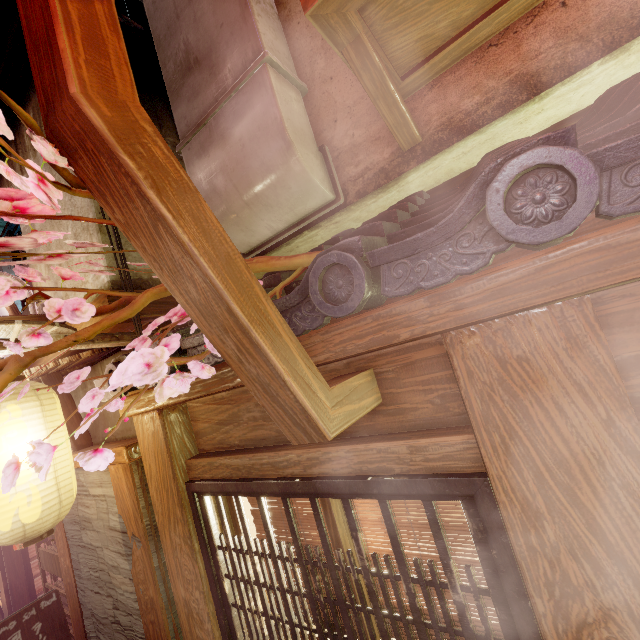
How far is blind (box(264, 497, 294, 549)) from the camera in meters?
4.1

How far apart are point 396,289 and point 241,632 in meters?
4.4 m

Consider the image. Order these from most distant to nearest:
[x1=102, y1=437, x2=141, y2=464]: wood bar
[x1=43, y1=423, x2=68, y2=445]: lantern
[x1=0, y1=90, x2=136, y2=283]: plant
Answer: [x1=102, y1=437, x2=141, y2=464]: wood bar → [x1=43, y1=423, x2=68, y2=445]: lantern → [x1=0, y1=90, x2=136, y2=283]: plant

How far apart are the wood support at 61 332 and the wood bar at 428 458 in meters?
2.7

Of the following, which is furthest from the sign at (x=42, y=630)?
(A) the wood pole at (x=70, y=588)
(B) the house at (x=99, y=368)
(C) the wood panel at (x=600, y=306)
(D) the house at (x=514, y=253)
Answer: (C) the wood panel at (x=600, y=306)

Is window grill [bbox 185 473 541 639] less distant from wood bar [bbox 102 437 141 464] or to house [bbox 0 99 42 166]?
wood bar [bbox 102 437 141 464]

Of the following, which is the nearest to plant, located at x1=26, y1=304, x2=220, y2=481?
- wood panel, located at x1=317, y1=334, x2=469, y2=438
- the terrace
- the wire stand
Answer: the wire stand

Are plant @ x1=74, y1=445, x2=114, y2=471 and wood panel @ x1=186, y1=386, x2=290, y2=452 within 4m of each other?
yes
